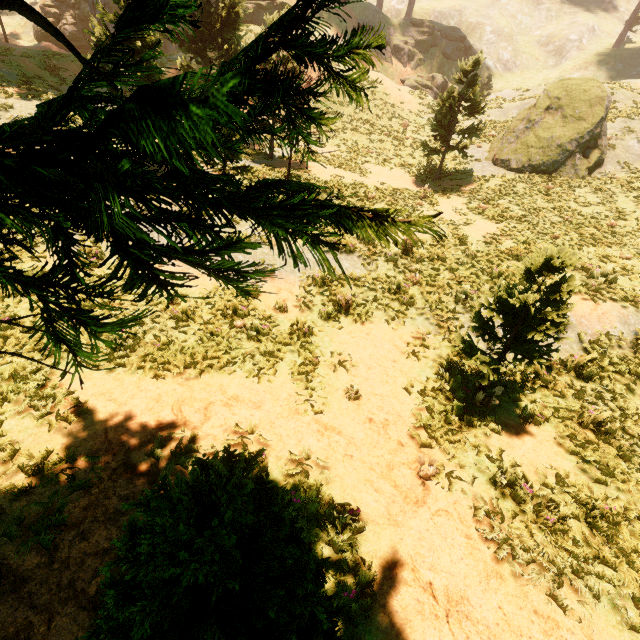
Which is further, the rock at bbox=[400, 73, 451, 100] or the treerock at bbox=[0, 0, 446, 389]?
the rock at bbox=[400, 73, 451, 100]

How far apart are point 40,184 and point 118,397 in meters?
5.8 m

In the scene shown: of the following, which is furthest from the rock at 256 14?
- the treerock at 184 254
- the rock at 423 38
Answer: the rock at 423 38

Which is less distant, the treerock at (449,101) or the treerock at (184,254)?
A: the treerock at (184,254)

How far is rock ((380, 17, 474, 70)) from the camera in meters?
36.0 m

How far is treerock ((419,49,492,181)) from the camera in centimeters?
1658cm

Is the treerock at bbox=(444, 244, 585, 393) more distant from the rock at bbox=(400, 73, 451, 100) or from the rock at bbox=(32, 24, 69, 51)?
the rock at bbox=(400, 73, 451, 100)
